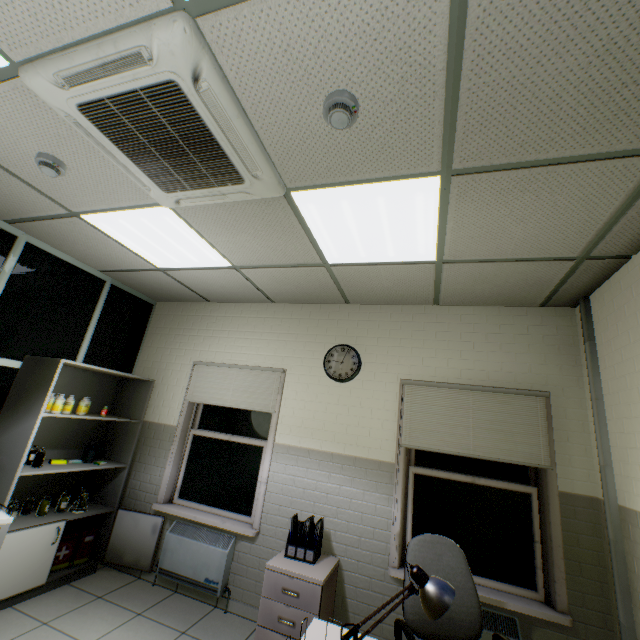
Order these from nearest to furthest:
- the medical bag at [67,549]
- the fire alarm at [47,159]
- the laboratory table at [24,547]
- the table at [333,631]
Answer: the table at [333,631] → the fire alarm at [47,159] → the laboratory table at [24,547] → the medical bag at [67,549]

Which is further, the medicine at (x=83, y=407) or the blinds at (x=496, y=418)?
the medicine at (x=83, y=407)

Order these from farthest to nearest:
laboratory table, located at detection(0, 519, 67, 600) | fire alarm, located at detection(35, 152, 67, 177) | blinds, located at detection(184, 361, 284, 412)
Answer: blinds, located at detection(184, 361, 284, 412)
laboratory table, located at detection(0, 519, 67, 600)
fire alarm, located at detection(35, 152, 67, 177)

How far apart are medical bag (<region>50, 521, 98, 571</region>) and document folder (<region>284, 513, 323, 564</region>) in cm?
225

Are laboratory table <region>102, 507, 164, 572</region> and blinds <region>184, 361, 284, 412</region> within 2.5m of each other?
yes

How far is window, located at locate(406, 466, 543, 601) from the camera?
2.74m

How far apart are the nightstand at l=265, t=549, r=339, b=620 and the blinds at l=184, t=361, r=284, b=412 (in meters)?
1.29

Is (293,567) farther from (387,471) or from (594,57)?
(594,57)
